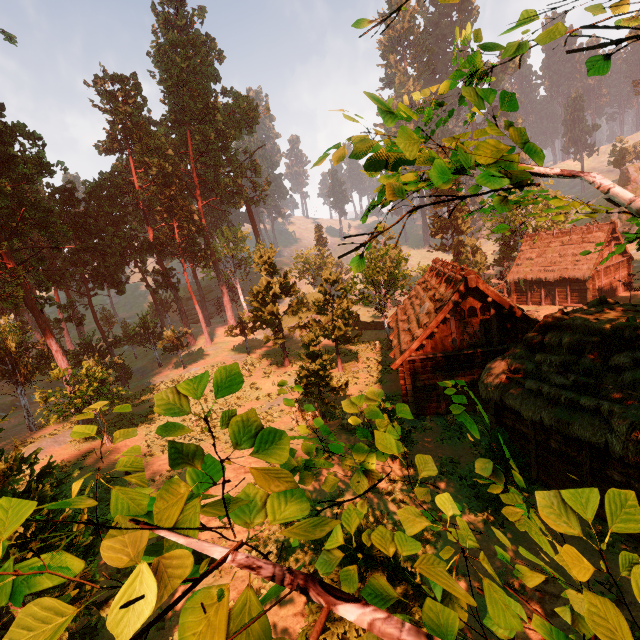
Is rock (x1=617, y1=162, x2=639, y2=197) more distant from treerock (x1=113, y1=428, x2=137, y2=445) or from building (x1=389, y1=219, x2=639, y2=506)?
building (x1=389, y1=219, x2=639, y2=506)

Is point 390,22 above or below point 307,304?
above

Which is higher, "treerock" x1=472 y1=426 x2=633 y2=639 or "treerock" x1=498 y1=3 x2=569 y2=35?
"treerock" x1=498 y1=3 x2=569 y2=35

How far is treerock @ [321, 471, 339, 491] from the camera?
4.0m

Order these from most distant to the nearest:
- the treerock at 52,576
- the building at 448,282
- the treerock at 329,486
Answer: the building at 448,282, the treerock at 329,486, the treerock at 52,576

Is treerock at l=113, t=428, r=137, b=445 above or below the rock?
below

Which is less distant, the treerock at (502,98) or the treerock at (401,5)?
the treerock at (401,5)

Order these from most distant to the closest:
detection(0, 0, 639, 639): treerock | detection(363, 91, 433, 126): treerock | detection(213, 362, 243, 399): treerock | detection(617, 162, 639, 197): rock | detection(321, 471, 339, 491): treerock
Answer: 1. detection(617, 162, 639, 197): rock
2. detection(321, 471, 339, 491): treerock
3. detection(363, 91, 433, 126): treerock
4. detection(213, 362, 243, 399): treerock
5. detection(0, 0, 639, 639): treerock
